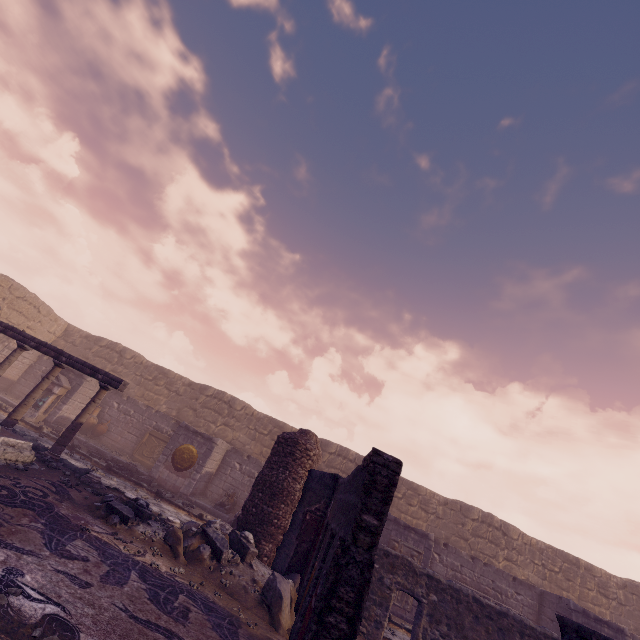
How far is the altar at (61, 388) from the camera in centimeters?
1345cm

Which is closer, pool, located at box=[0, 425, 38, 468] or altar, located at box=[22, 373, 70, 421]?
pool, located at box=[0, 425, 38, 468]

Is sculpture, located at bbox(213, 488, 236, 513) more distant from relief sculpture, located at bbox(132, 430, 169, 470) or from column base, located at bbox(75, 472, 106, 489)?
column base, located at bbox(75, 472, 106, 489)

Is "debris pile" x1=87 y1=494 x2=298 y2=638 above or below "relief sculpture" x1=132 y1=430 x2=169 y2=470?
below

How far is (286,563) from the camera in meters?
7.9 m

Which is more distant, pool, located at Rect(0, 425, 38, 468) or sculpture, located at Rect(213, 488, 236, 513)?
sculpture, located at Rect(213, 488, 236, 513)

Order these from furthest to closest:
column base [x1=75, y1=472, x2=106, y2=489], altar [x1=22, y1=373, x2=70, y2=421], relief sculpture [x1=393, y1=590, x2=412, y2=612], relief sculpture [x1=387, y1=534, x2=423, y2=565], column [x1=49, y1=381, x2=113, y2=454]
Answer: altar [x1=22, y1=373, x2=70, y2=421] → relief sculpture [x1=387, y1=534, x2=423, y2=565] → relief sculpture [x1=393, y1=590, x2=412, y2=612] → column [x1=49, y1=381, x2=113, y2=454] → column base [x1=75, y1=472, x2=106, y2=489]

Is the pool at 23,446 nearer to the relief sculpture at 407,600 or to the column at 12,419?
the column at 12,419
